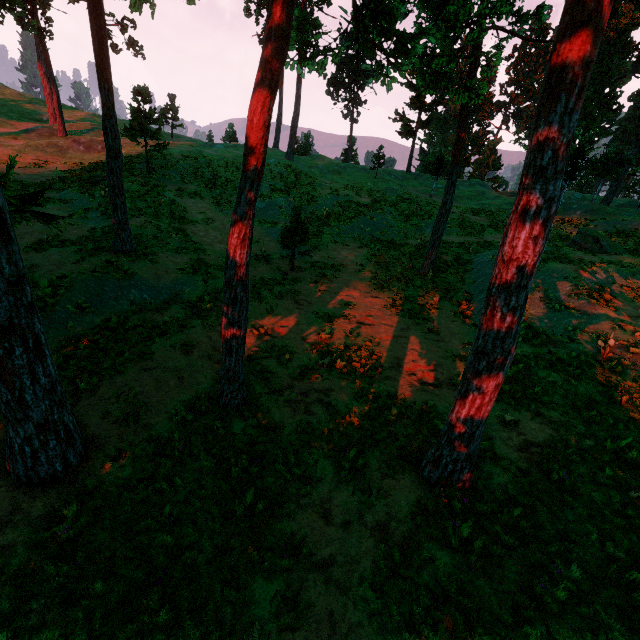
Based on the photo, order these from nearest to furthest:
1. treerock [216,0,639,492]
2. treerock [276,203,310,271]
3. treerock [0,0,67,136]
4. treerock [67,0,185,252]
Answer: treerock [216,0,639,492], treerock [67,0,185,252], treerock [276,203,310,271], treerock [0,0,67,136]

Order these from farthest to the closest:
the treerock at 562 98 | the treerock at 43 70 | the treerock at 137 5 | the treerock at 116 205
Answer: the treerock at 43 70 < the treerock at 116 205 < the treerock at 137 5 < the treerock at 562 98

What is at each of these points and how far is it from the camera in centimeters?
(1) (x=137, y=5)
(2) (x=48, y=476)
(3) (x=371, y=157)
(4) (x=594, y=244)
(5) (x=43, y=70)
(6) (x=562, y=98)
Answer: (1) treerock, 1005cm
(2) treerock, 648cm
(3) treerock, 3897cm
(4) treerock, 2103cm
(5) treerock, 3875cm
(6) treerock, 467cm

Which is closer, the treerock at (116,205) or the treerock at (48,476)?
the treerock at (48,476)

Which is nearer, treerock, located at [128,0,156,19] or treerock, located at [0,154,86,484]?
treerock, located at [0,154,86,484]
